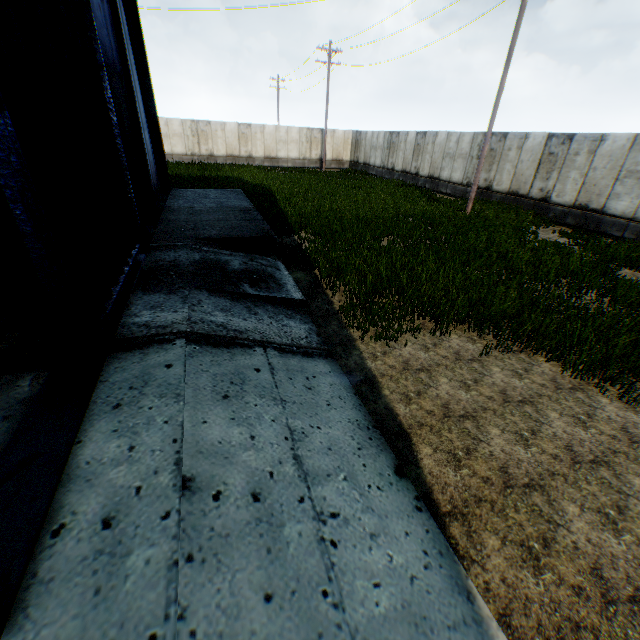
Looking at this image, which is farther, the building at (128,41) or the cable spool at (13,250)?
the building at (128,41)

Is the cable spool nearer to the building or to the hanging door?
the hanging door

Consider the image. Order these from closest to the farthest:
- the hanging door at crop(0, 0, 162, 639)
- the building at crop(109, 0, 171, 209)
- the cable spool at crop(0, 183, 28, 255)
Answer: the hanging door at crop(0, 0, 162, 639) → the cable spool at crop(0, 183, 28, 255) → the building at crop(109, 0, 171, 209)

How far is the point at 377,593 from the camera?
2.3 meters

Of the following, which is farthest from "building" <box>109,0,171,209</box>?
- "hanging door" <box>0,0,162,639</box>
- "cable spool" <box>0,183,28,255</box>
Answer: "cable spool" <box>0,183,28,255</box>

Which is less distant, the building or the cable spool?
the cable spool

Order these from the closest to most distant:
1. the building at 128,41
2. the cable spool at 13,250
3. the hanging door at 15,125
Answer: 1. the hanging door at 15,125
2. the cable spool at 13,250
3. the building at 128,41
